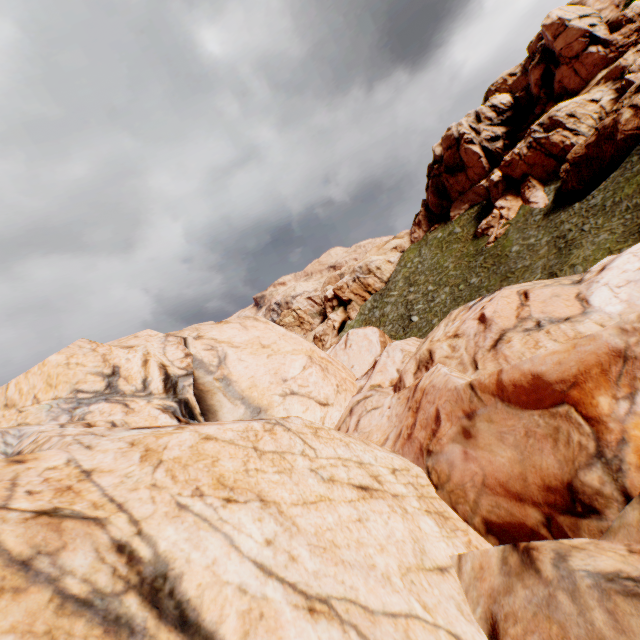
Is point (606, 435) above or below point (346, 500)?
below
